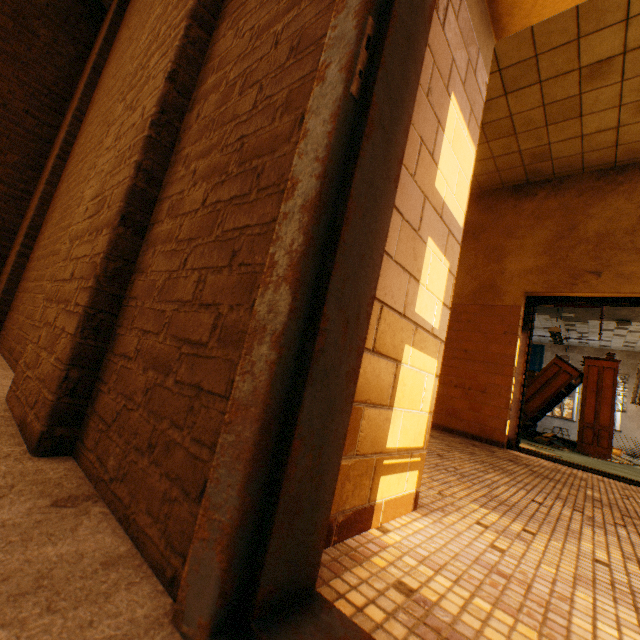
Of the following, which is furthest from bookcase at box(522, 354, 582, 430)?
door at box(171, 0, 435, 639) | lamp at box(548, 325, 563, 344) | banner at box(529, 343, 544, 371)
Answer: door at box(171, 0, 435, 639)

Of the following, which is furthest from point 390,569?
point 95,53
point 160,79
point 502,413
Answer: point 95,53

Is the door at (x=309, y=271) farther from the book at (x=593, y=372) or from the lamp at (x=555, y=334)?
the lamp at (x=555, y=334)

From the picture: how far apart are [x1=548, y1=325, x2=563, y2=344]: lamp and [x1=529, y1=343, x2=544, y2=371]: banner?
5.9 meters

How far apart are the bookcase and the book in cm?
1

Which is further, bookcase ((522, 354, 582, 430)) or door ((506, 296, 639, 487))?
bookcase ((522, 354, 582, 430))

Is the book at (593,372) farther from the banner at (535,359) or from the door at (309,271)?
the door at (309,271)

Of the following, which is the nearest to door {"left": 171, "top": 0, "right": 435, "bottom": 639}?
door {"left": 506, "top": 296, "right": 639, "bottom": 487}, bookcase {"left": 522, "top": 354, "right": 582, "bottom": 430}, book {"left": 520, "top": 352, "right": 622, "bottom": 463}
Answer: door {"left": 506, "top": 296, "right": 639, "bottom": 487}
